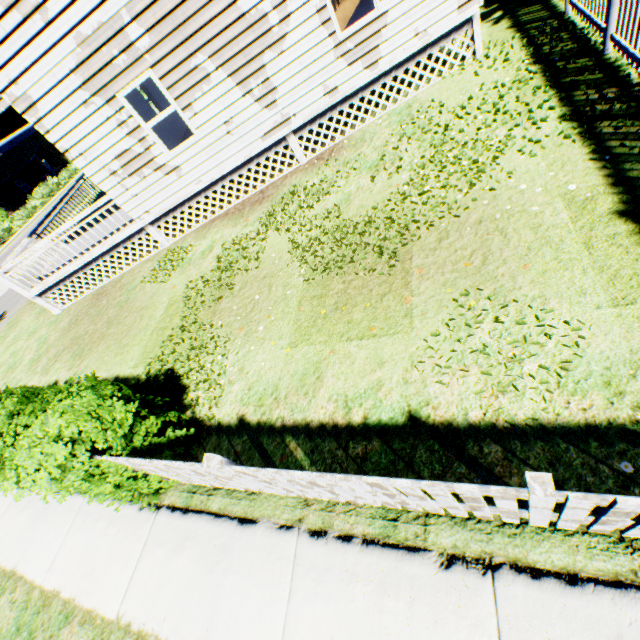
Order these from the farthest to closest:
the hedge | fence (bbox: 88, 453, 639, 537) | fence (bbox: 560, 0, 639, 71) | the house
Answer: the hedge → the house → fence (bbox: 560, 0, 639, 71) → fence (bbox: 88, 453, 639, 537)

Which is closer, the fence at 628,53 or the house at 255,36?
the fence at 628,53

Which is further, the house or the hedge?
the hedge

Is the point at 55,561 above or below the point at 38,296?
below

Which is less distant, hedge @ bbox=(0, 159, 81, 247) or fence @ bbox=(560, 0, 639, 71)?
fence @ bbox=(560, 0, 639, 71)

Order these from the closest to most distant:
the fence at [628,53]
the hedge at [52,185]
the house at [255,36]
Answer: the fence at [628,53]
the house at [255,36]
the hedge at [52,185]

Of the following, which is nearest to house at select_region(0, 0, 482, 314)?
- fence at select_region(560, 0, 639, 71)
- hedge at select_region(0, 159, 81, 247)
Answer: fence at select_region(560, 0, 639, 71)
